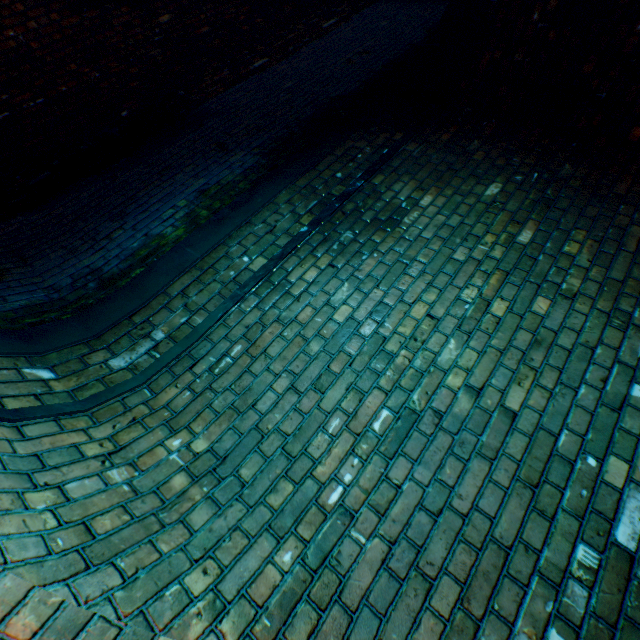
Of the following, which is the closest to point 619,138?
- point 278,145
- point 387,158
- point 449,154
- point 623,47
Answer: point 623,47
